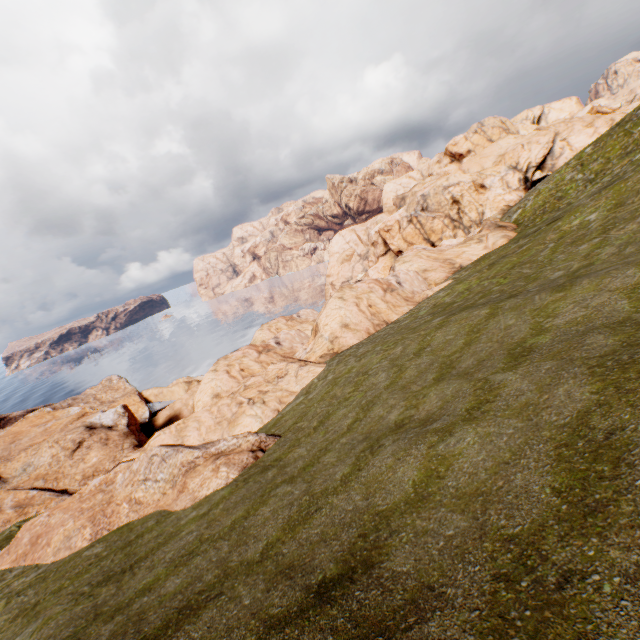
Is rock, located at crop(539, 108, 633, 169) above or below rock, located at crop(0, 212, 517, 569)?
above

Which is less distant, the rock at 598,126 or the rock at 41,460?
the rock at 41,460

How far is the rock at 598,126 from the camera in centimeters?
5475cm

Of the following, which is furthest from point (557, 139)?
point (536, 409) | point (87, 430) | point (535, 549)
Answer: point (87, 430)

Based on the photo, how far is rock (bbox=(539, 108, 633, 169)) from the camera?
54.8m

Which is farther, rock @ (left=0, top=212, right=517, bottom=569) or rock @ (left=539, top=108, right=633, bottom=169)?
rock @ (left=539, top=108, right=633, bottom=169)
